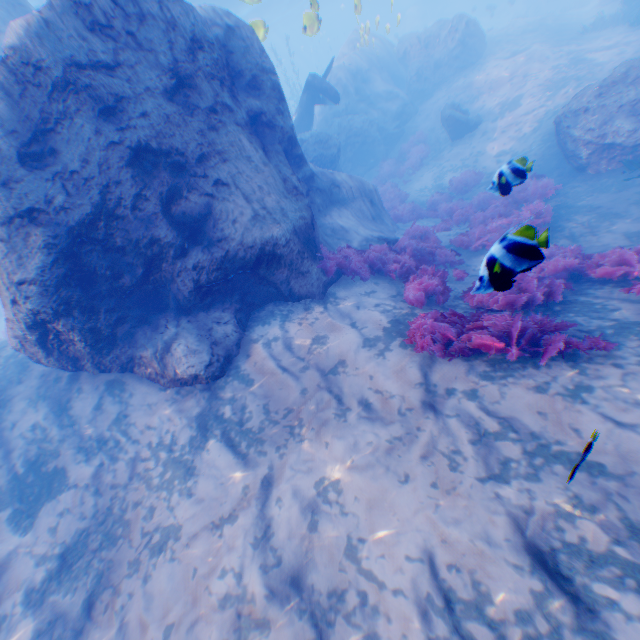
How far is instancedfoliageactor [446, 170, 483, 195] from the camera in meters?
14.3

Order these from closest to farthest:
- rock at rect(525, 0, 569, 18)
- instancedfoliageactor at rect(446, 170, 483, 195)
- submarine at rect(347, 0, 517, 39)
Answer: instancedfoliageactor at rect(446, 170, 483, 195)
submarine at rect(347, 0, 517, 39)
rock at rect(525, 0, 569, 18)

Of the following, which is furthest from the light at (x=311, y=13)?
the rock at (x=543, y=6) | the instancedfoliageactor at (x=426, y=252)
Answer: the rock at (x=543, y=6)

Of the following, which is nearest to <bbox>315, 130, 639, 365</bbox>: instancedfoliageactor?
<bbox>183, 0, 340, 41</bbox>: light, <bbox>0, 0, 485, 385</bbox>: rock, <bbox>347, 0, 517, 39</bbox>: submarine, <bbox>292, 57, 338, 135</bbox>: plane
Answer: <bbox>0, 0, 485, 385</bbox>: rock

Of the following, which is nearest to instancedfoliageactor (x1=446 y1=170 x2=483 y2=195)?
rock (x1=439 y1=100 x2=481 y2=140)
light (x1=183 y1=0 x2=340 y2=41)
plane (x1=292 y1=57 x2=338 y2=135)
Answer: rock (x1=439 y1=100 x2=481 y2=140)

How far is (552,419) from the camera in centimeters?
394cm

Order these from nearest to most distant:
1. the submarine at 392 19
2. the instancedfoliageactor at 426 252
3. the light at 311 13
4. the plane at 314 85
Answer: the instancedfoliageactor at 426 252 < the light at 311 13 < the plane at 314 85 < the submarine at 392 19

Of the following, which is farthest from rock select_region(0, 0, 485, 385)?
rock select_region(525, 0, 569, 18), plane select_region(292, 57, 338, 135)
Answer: rock select_region(525, 0, 569, 18)
